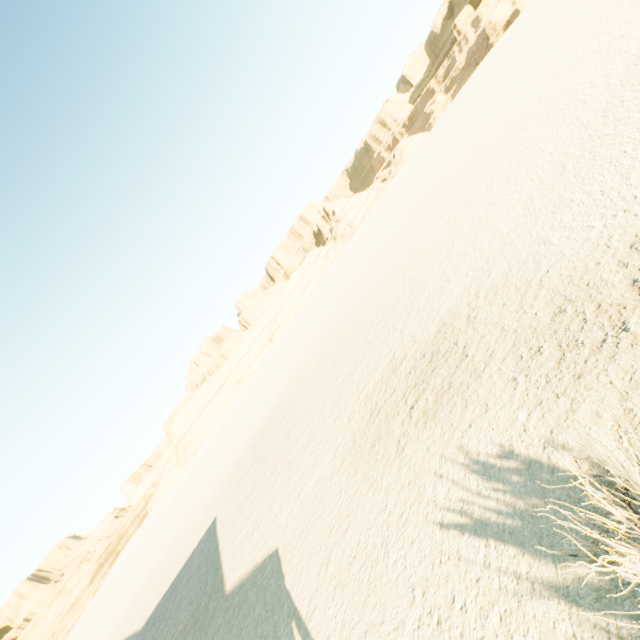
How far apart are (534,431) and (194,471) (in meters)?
60.70
